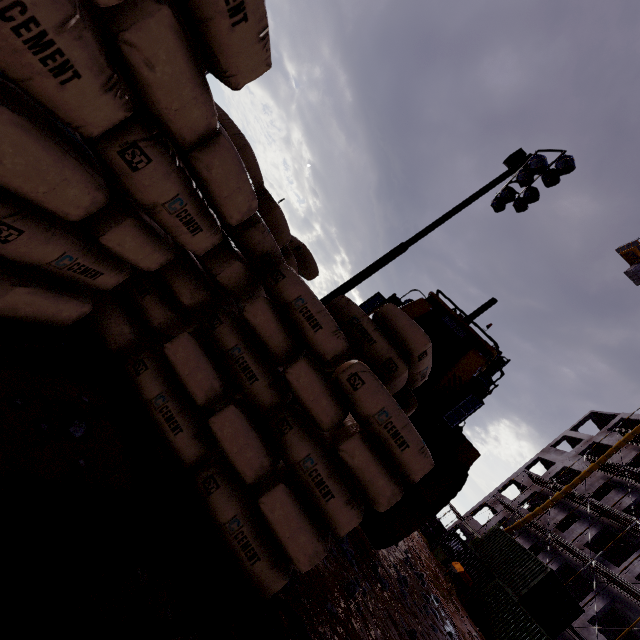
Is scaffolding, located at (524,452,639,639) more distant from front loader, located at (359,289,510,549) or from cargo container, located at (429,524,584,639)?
front loader, located at (359,289,510,549)

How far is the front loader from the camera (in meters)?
3.93

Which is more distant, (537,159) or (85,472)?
(537,159)

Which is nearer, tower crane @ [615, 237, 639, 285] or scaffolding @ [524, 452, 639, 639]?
scaffolding @ [524, 452, 639, 639]

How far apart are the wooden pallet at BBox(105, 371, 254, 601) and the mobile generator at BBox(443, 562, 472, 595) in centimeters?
2426cm

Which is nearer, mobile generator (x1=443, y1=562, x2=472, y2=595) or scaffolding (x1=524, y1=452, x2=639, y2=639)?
scaffolding (x1=524, y1=452, x2=639, y2=639)

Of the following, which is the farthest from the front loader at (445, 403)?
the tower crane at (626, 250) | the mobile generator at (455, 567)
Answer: the tower crane at (626, 250)

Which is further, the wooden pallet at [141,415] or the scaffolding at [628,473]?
the scaffolding at [628,473]
